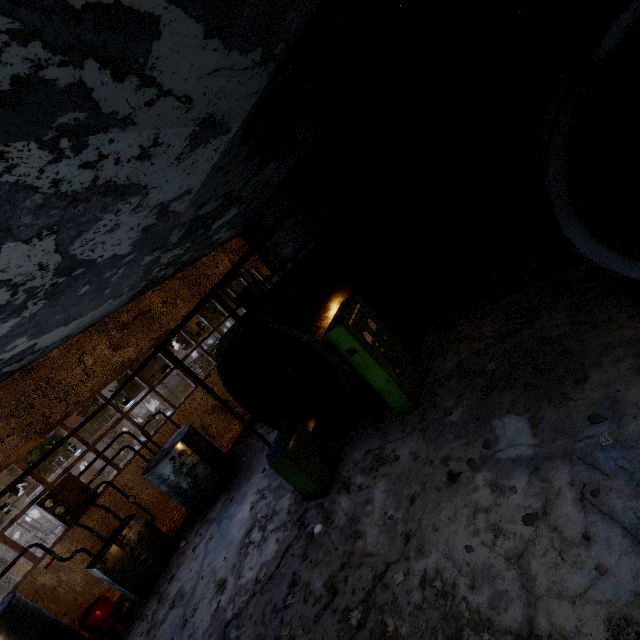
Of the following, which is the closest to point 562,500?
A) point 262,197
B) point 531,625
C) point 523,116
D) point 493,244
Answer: point 531,625

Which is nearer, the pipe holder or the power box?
the pipe holder

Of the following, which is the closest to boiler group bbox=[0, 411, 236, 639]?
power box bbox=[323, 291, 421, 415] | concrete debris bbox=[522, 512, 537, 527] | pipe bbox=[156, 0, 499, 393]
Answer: power box bbox=[323, 291, 421, 415]

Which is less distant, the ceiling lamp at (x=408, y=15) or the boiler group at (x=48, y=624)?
the boiler group at (x=48, y=624)

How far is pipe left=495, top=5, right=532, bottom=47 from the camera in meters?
8.1 m

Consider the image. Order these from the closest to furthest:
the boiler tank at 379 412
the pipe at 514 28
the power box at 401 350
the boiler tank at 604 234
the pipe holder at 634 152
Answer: the pipe holder at 634 152
the boiler tank at 604 234
the power box at 401 350
the boiler tank at 379 412
the pipe at 514 28

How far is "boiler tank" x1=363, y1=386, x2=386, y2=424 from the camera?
7.12m

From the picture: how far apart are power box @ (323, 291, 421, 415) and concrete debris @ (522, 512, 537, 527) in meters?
2.9
